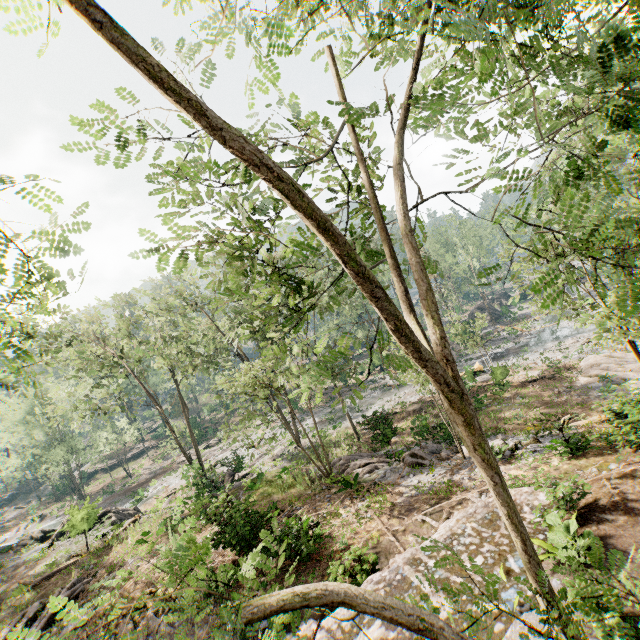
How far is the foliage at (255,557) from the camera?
2.5m

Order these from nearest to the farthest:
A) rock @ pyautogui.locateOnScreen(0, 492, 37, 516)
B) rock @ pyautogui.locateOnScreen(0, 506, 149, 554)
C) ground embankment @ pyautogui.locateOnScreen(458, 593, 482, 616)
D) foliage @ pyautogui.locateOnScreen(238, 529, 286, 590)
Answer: foliage @ pyautogui.locateOnScreen(238, 529, 286, 590), ground embankment @ pyautogui.locateOnScreen(458, 593, 482, 616), rock @ pyautogui.locateOnScreen(0, 506, 149, 554), rock @ pyautogui.locateOnScreen(0, 492, 37, 516)

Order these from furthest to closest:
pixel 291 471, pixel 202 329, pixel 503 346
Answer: pixel 202 329
pixel 503 346
pixel 291 471

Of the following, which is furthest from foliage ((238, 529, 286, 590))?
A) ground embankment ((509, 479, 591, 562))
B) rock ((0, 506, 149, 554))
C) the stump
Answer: the stump

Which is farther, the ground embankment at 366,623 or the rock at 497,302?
the rock at 497,302

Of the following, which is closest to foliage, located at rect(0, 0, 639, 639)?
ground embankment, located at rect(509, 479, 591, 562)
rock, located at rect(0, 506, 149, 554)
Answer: rock, located at rect(0, 506, 149, 554)

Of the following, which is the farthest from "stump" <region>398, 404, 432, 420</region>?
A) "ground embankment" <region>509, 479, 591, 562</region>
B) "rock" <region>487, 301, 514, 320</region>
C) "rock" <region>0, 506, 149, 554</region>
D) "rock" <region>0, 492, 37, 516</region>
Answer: "rock" <region>0, 492, 37, 516</region>
